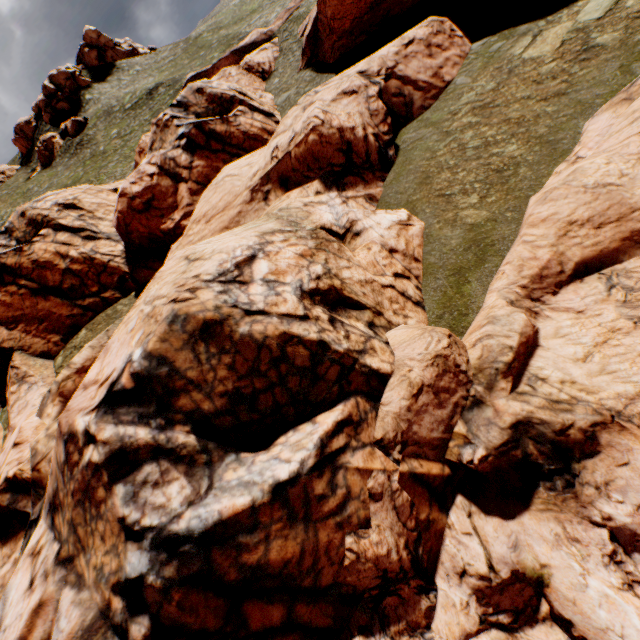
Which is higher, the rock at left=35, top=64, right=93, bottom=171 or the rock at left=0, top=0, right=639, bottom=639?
the rock at left=35, top=64, right=93, bottom=171

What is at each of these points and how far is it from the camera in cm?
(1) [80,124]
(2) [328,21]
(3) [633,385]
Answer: (1) rock, 5297
(2) rock, 2569
(3) rock, 662

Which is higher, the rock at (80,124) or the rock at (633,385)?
the rock at (80,124)

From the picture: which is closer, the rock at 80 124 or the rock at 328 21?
the rock at 328 21

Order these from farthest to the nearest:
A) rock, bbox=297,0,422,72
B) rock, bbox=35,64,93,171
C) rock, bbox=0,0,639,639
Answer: rock, bbox=35,64,93,171 < rock, bbox=297,0,422,72 < rock, bbox=0,0,639,639

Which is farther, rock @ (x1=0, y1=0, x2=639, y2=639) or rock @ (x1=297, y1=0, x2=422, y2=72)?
rock @ (x1=297, y1=0, x2=422, y2=72)

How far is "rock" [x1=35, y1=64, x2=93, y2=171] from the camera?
54.0 meters
